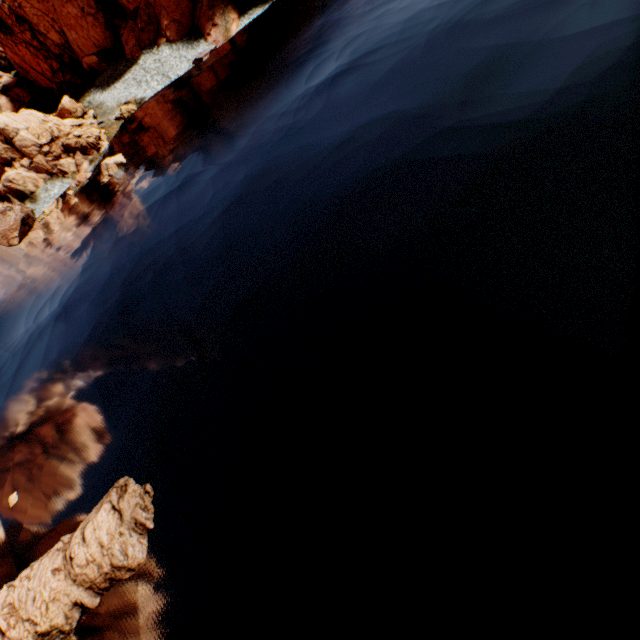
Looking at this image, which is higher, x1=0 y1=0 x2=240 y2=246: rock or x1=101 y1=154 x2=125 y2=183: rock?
x1=0 y1=0 x2=240 y2=246: rock

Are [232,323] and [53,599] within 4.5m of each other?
no

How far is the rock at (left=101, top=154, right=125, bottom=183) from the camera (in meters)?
25.41

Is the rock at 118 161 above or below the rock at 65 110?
below

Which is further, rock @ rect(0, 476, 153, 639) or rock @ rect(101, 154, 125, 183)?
rock @ rect(101, 154, 125, 183)

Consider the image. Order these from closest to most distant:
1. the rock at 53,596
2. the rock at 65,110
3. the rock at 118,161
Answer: the rock at 53,596 < the rock at 118,161 < the rock at 65,110

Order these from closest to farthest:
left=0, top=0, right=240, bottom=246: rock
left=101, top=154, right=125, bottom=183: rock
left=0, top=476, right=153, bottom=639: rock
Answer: left=0, top=476, right=153, bottom=639: rock, left=101, top=154, right=125, bottom=183: rock, left=0, top=0, right=240, bottom=246: rock
